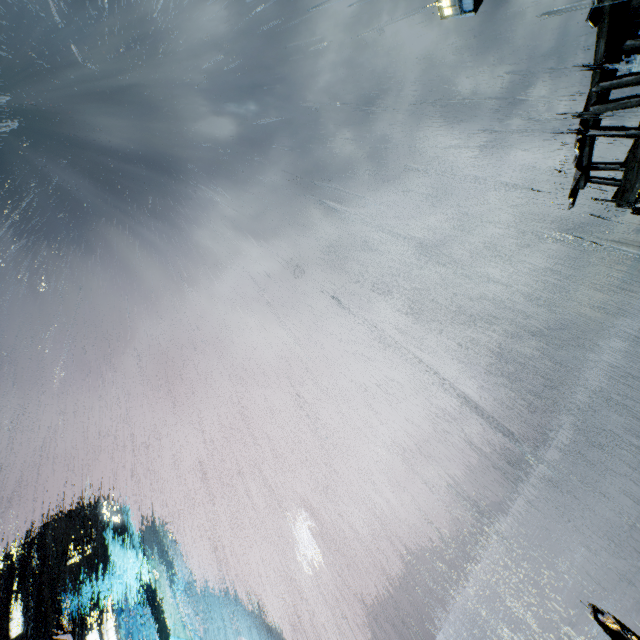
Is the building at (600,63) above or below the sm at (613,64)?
below

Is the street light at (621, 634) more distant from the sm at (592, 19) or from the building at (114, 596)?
the sm at (592, 19)

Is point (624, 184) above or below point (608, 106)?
below

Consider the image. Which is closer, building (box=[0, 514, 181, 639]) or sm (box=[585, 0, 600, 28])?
sm (box=[585, 0, 600, 28])

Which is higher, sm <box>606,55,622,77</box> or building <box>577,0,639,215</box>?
sm <box>606,55,622,77</box>

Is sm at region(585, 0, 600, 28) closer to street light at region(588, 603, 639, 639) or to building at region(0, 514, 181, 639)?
building at region(0, 514, 181, 639)
